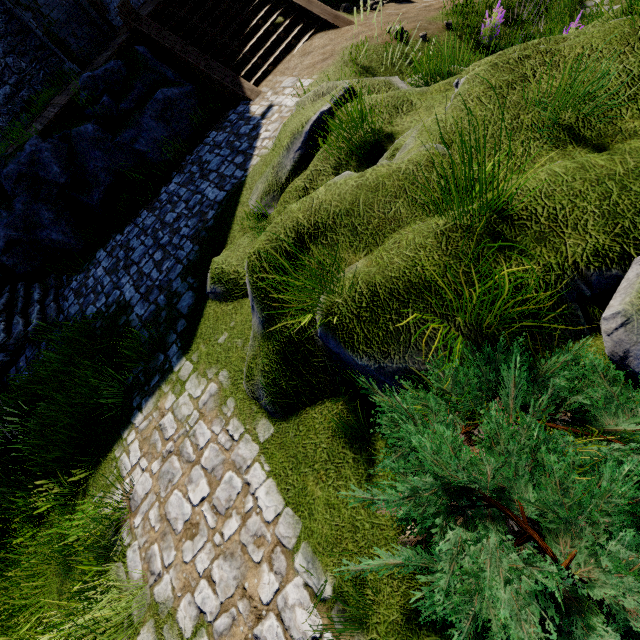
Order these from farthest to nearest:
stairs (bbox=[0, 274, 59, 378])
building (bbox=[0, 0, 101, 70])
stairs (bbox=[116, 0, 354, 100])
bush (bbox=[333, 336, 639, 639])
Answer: building (bbox=[0, 0, 101, 70]) → stairs (bbox=[116, 0, 354, 100]) → stairs (bbox=[0, 274, 59, 378]) → bush (bbox=[333, 336, 639, 639])

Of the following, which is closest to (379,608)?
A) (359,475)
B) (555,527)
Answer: (359,475)

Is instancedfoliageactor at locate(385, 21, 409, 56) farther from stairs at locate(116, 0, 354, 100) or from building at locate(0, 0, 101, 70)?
building at locate(0, 0, 101, 70)

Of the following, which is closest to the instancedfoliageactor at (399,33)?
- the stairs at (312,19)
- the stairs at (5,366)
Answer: the stairs at (312,19)

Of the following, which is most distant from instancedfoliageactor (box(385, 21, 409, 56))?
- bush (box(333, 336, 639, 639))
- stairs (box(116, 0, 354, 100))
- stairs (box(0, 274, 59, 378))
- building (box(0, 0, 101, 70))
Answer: stairs (box(0, 274, 59, 378))

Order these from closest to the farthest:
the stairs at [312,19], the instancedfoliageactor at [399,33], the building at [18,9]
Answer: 1. the instancedfoliageactor at [399,33]
2. the stairs at [312,19]
3. the building at [18,9]

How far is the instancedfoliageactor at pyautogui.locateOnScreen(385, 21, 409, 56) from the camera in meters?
6.6

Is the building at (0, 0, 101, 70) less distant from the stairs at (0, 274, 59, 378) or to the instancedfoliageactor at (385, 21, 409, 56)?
the stairs at (0, 274, 59, 378)
